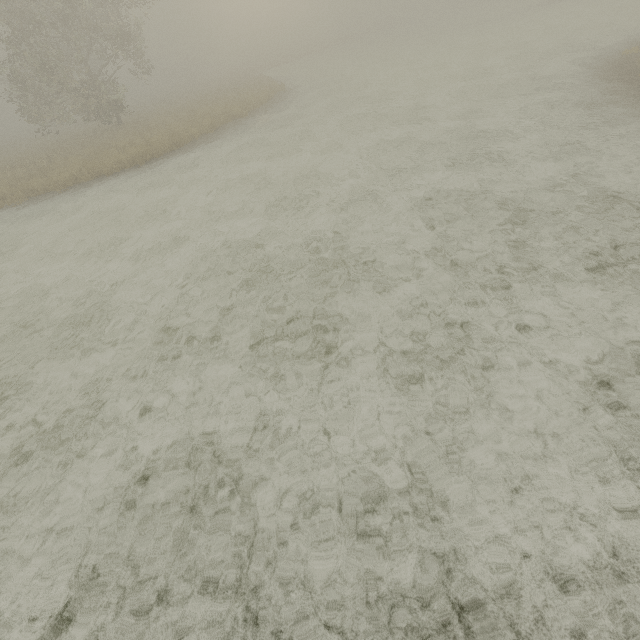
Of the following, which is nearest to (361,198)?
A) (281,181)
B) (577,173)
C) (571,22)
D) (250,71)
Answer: (281,181)
